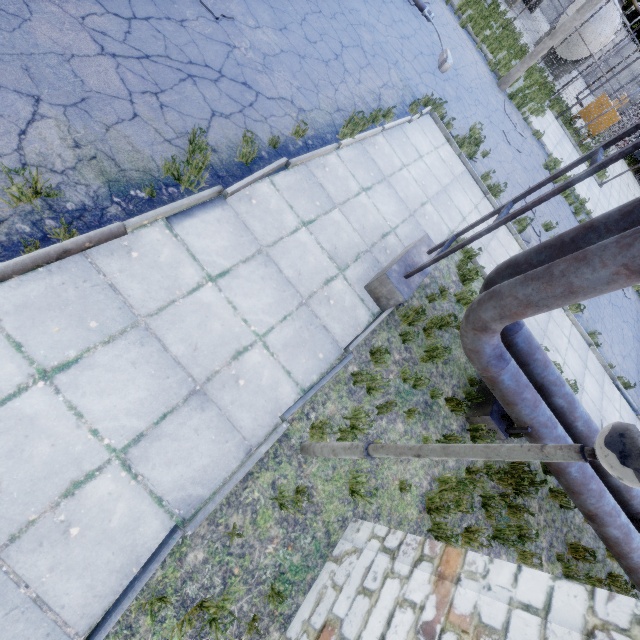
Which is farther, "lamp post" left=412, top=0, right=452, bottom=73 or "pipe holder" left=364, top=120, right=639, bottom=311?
"lamp post" left=412, top=0, right=452, bottom=73

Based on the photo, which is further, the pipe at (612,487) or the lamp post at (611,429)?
the pipe at (612,487)

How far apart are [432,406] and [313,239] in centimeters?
361cm

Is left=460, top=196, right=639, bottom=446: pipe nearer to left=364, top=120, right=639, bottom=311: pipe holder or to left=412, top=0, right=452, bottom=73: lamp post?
left=364, top=120, right=639, bottom=311: pipe holder

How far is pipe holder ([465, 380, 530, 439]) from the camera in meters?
5.5

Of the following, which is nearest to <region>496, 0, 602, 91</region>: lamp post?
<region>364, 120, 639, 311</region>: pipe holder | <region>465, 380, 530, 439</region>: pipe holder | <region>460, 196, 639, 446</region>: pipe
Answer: <region>460, 196, 639, 446</region>: pipe

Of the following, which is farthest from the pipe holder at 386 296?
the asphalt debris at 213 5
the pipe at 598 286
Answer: the asphalt debris at 213 5

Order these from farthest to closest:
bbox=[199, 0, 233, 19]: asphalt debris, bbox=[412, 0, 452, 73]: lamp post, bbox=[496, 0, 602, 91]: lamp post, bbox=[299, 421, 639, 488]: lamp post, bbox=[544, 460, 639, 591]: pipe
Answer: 1. bbox=[496, 0, 602, 91]: lamp post
2. bbox=[412, 0, 452, 73]: lamp post
3. bbox=[199, 0, 233, 19]: asphalt debris
4. bbox=[544, 460, 639, 591]: pipe
5. bbox=[299, 421, 639, 488]: lamp post
